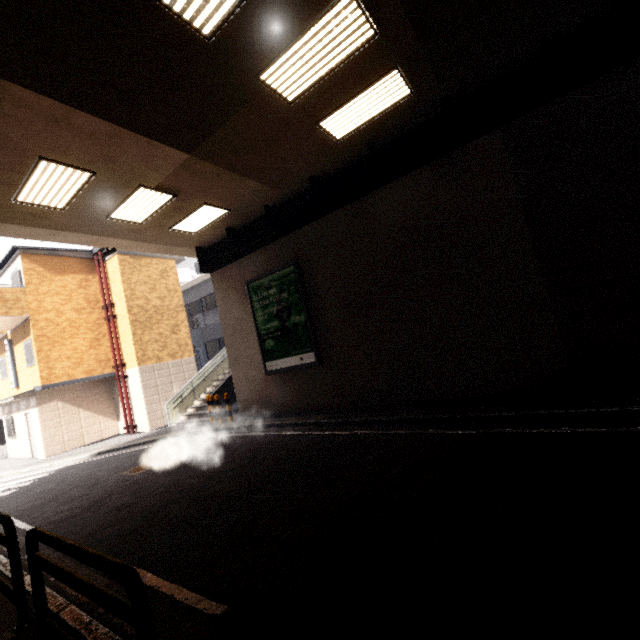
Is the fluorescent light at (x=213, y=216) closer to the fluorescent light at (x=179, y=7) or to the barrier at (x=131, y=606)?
the fluorescent light at (x=179, y=7)

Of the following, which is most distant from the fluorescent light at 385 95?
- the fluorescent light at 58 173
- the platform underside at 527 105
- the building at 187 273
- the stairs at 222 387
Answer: the building at 187 273

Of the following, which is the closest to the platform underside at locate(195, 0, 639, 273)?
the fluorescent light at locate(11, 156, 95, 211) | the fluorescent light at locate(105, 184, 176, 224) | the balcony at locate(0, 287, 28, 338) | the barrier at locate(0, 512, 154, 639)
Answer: the fluorescent light at locate(105, 184, 176, 224)

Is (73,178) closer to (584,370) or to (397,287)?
(397,287)

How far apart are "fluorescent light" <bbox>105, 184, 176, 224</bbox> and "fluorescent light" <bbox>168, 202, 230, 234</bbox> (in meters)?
0.91

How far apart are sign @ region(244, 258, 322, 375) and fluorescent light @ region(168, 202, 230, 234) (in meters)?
2.26

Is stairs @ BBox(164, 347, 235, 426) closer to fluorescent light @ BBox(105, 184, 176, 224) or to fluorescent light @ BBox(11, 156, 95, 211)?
fluorescent light @ BBox(105, 184, 176, 224)

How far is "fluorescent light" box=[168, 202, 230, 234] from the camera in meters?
9.9
